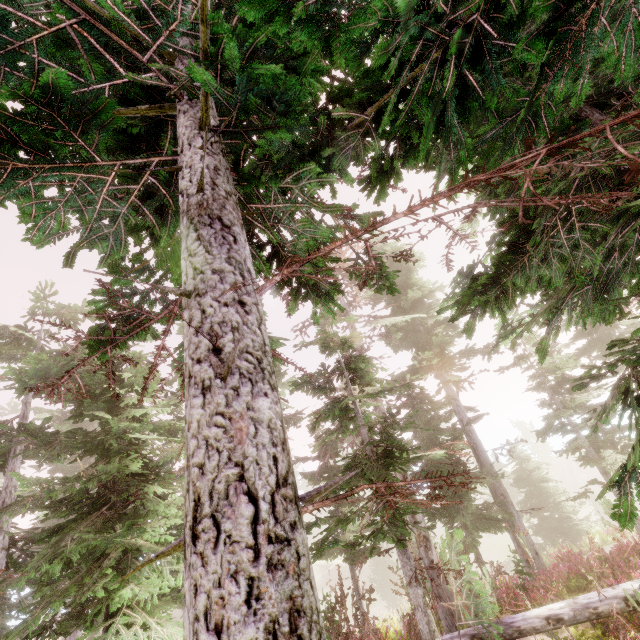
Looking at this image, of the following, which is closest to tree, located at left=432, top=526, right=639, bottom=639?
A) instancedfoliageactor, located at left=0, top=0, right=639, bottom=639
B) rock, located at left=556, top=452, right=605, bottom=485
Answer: instancedfoliageactor, located at left=0, top=0, right=639, bottom=639

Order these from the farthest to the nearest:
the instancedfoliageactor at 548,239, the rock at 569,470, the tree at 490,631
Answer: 1. the rock at 569,470
2. the tree at 490,631
3. the instancedfoliageactor at 548,239

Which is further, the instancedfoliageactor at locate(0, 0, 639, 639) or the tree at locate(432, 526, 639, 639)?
the tree at locate(432, 526, 639, 639)

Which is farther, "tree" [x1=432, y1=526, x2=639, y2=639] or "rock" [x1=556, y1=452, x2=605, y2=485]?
"rock" [x1=556, y1=452, x2=605, y2=485]

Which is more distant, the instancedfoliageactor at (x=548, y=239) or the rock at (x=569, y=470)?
the rock at (x=569, y=470)

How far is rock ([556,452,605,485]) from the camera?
52.0 meters

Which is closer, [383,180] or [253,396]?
[253,396]
